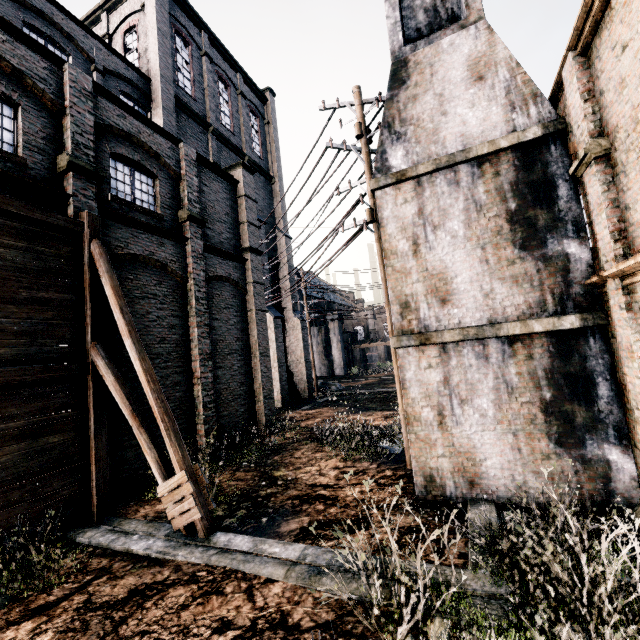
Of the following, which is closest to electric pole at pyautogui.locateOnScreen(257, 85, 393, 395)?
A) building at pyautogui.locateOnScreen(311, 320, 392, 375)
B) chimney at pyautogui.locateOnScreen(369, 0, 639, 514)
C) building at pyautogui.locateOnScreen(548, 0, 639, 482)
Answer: chimney at pyautogui.locateOnScreen(369, 0, 639, 514)

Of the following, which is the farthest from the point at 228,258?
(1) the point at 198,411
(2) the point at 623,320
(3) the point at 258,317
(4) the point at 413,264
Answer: (2) the point at 623,320

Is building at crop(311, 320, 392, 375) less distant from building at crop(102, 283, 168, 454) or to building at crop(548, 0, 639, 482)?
building at crop(548, 0, 639, 482)

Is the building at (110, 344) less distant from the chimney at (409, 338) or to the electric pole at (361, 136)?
the electric pole at (361, 136)

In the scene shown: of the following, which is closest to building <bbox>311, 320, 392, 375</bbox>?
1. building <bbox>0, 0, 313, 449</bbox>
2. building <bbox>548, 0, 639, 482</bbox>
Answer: building <bbox>548, 0, 639, 482</bbox>

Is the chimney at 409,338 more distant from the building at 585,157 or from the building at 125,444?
the building at 125,444

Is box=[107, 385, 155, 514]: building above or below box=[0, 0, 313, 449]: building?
below

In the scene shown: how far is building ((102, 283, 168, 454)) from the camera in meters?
10.5 m
